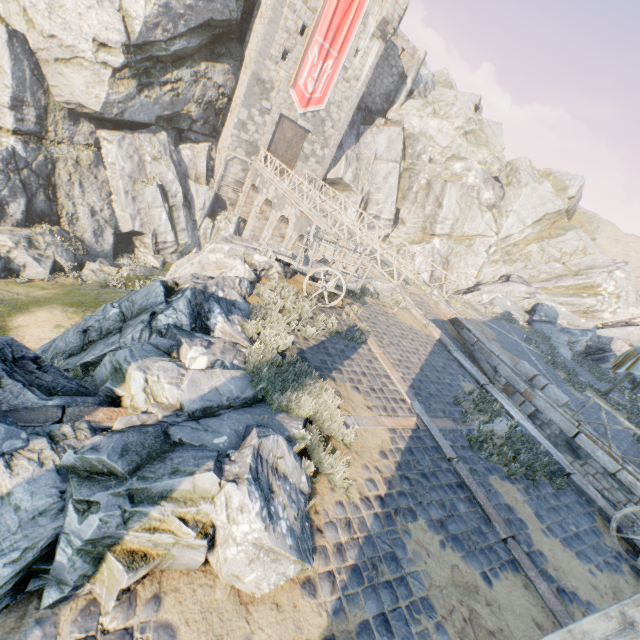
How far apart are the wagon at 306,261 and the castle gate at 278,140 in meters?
19.7

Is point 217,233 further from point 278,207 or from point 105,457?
point 105,457

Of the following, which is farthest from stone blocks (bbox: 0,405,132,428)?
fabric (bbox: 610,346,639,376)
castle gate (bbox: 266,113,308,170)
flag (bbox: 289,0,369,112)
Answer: castle gate (bbox: 266,113,308,170)

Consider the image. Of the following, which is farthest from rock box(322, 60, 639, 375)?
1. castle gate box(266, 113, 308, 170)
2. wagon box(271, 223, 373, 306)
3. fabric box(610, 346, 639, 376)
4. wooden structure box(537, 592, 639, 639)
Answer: fabric box(610, 346, 639, 376)

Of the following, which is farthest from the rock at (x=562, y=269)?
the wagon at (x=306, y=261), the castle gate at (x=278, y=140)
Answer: the castle gate at (x=278, y=140)

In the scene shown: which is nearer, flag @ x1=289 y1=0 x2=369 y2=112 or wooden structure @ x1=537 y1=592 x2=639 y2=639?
wooden structure @ x1=537 y1=592 x2=639 y2=639

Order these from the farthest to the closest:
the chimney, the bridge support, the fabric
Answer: the chimney, the bridge support, the fabric

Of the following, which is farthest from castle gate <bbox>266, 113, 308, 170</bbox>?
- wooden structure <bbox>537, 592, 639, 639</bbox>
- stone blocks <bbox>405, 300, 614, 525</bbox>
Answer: wooden structure <bbox>537, 592, 639, 639</bbox>
